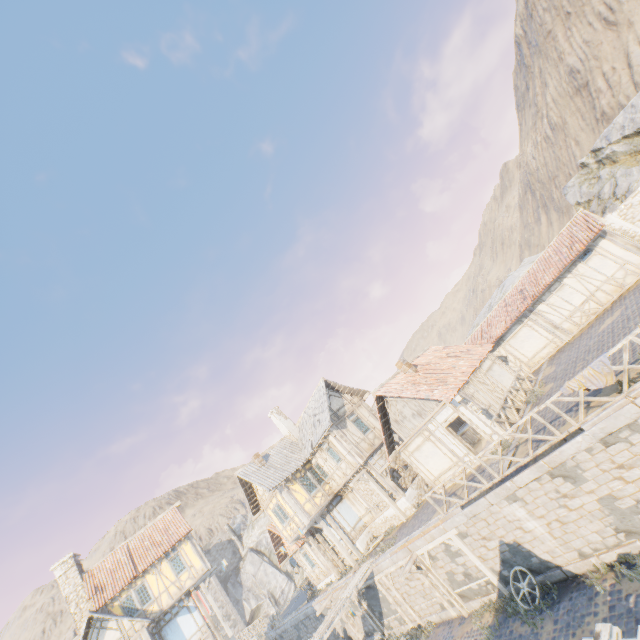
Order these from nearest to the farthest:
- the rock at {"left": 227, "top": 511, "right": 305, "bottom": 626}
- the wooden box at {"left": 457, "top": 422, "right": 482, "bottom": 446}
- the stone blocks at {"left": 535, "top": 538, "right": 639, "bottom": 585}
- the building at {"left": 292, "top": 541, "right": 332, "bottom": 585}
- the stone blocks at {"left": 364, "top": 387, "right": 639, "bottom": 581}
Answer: the stone blocks at {"left": 364, "top": 387, "right": 639, "bottom": 581} < the stone blocks at {"left": 535, "top": 538, "right": 639, "bottom": 585} < the wooden box at {"left": 457, "top": 422, "right": 482, "bottom": 446} < the building at {"left": 292, "top": 541, "right": 332, "bottom": 585} < the rock at {"left": 227, "top": 511, "right": 305, "bottom": 626}

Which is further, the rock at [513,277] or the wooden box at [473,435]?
the rock at [513,277]

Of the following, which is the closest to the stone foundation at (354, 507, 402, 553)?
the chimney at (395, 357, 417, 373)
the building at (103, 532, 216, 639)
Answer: the chimney at (395, 357, 417, 373)

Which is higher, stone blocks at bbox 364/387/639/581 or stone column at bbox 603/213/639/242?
stone column at bbox 603/213/639/242

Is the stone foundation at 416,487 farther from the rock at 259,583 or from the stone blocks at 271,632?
the rock at 259,583

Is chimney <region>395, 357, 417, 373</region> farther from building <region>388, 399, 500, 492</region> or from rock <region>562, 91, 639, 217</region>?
rock <region>562, 91, 639, 217</region>

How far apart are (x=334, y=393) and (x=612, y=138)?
27.2m

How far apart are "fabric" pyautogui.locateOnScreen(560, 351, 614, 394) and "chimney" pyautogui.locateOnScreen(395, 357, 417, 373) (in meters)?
9.46
